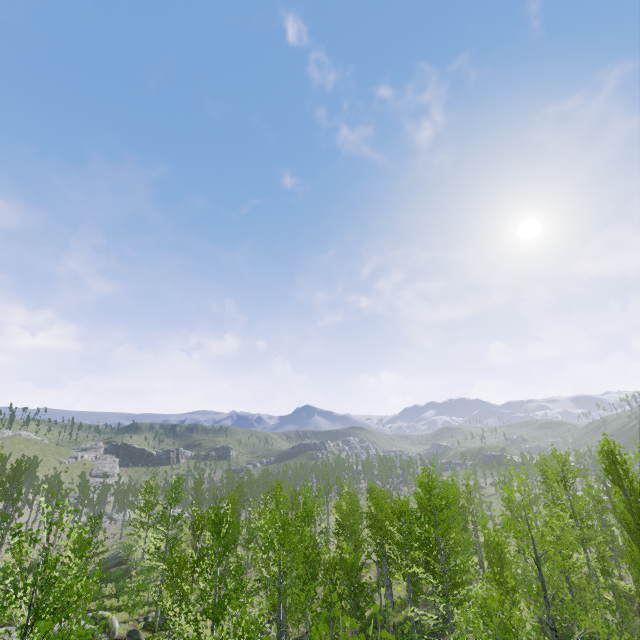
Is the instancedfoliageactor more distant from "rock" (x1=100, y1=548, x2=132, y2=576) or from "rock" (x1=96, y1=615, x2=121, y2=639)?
"rock" (x1=100, y1=548, x2=132, y2=576)

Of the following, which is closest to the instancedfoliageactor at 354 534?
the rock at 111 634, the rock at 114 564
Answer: the rock at 111 634

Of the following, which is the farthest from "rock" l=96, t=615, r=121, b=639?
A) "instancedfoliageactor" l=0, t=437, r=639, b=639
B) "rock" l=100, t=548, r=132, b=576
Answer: "rock" l=100, t=548, r=132, b=576

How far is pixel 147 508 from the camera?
35.7m

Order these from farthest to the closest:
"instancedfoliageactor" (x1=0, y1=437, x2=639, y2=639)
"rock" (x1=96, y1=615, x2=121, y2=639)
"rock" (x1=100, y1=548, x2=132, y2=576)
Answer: "rock" (x1=100, y1=548, x2=132, y2=576) < "rock" (x1=96, y1=615, x2=121, y2=639) < "instancedfoliageactor" (x1=0, y1=437, x2=639, y2=639)

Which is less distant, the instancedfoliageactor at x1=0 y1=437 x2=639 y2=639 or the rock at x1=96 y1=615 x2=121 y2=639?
the instancedfoliageactor at x1=0 y1=437 x2=639 y2=639

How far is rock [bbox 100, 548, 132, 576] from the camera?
40.1 meters

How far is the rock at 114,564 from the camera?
40.09m
